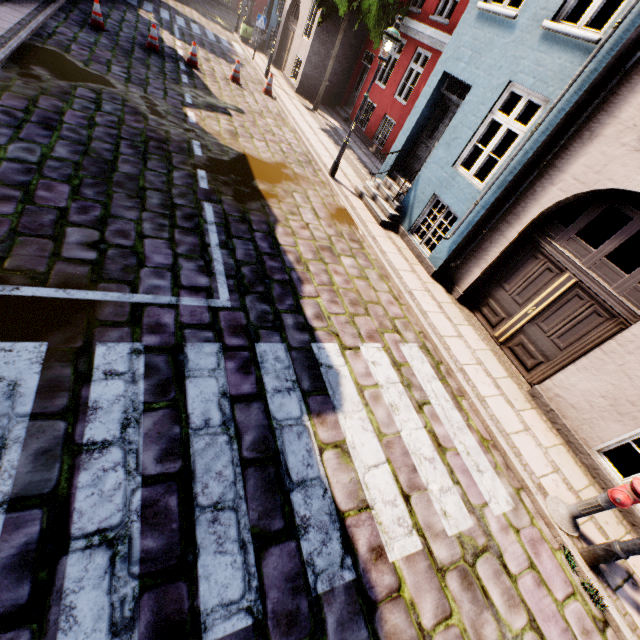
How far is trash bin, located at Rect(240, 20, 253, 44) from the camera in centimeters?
1955cm

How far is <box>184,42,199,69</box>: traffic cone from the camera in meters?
12.0 m

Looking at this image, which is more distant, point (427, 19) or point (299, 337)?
point (427, 19)

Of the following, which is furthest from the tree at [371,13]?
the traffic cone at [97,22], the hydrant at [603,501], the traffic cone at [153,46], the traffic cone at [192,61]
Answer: the hydrant at [603,501]

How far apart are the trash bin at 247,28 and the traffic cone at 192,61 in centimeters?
1053cm

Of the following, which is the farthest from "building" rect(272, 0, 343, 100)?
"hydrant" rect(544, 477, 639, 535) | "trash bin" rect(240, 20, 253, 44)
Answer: "hydrant" rect(544, 477, 639, 535)

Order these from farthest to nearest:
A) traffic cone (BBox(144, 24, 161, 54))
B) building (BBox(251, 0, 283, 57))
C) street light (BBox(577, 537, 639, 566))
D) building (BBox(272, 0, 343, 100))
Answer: building (BBox(251, 0, 283, 57)) → building (BBox(272, 0, 343, 100)) → traffic cone (BBox(144, 24, 161, 54)) → street light (BBox(577, 537, 639, 566))

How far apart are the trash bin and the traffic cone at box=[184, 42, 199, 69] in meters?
10.5 m
